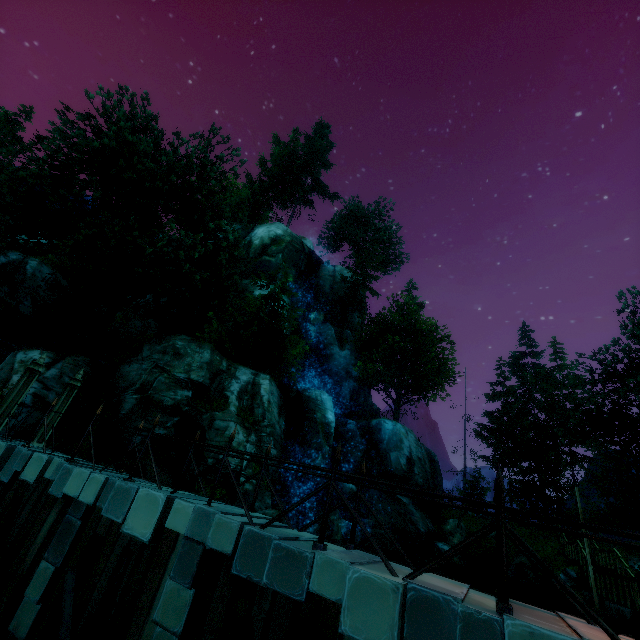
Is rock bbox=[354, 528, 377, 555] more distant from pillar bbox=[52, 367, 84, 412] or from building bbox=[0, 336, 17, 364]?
building bbox=[0, 336, 17, 364]

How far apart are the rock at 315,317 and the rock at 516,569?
24.1m

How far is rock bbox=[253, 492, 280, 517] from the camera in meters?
14.7

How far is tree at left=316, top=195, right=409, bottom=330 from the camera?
38.8 meters

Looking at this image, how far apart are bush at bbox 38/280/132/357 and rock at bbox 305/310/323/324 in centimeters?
1976cm

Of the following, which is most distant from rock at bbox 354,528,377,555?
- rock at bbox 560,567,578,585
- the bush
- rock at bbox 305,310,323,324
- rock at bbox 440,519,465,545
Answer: rock at bbox 305,310,323,324

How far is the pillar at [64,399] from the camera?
11.1m

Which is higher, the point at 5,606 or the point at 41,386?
the point at 41,386
